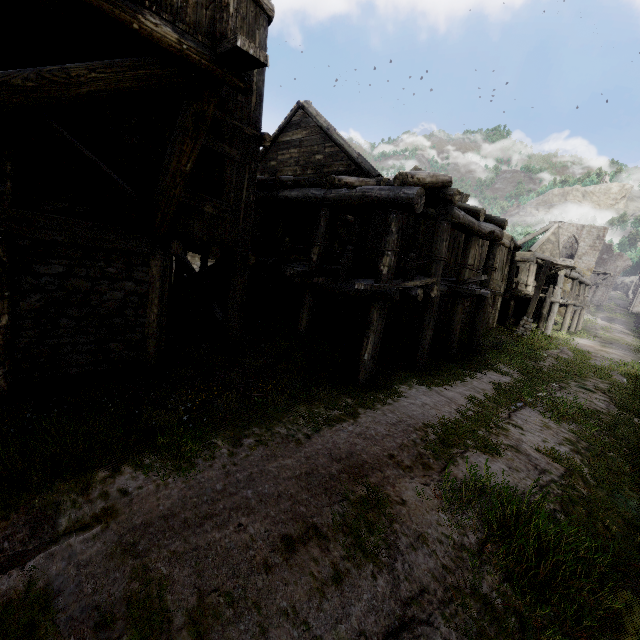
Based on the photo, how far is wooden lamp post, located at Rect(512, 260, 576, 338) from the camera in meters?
18.6

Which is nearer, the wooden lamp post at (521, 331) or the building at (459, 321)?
the building at (459, 321)

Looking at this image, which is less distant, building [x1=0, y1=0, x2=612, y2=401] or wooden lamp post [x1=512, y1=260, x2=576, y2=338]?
building [x1=0, y1=0, x2=612, y2=401]

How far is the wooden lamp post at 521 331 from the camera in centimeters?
1856cm

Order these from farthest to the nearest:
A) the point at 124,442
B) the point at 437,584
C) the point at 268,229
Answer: the point at 268,229, the point at 124,442, the point at 437,584
